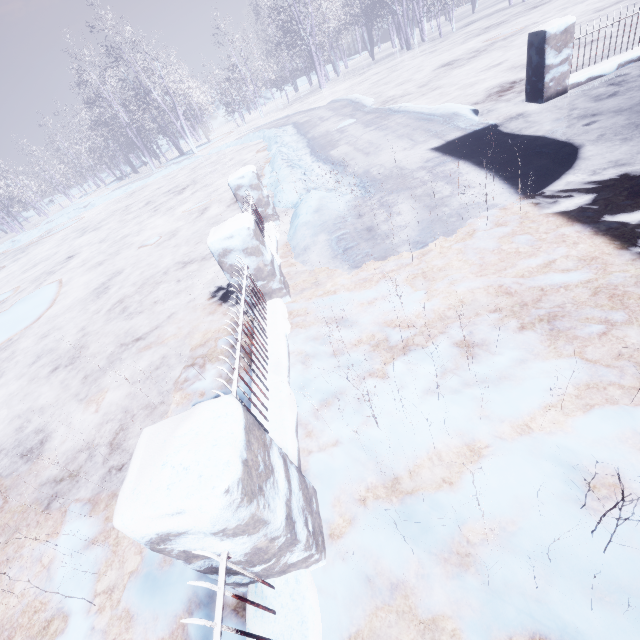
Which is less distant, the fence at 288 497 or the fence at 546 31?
the fence at 288 497

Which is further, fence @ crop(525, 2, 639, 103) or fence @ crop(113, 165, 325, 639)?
fence @ crop(525, 2, 639, 103)

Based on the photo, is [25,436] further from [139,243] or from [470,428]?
[139,243]
